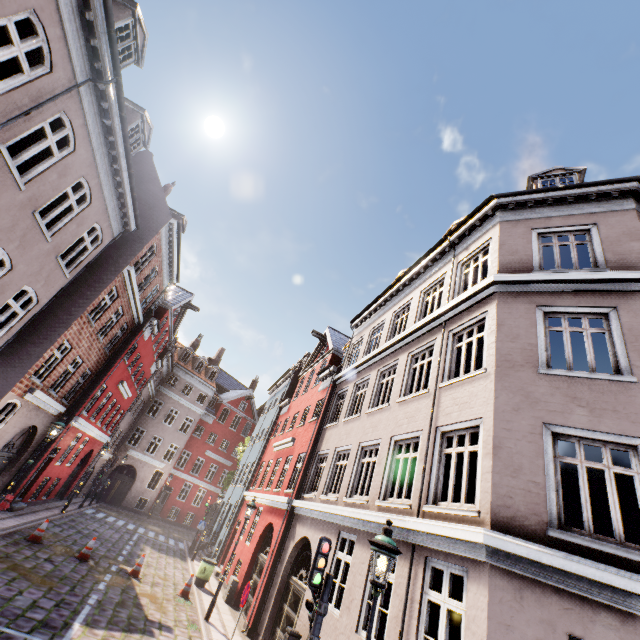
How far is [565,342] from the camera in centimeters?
714cm

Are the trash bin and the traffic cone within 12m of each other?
yes

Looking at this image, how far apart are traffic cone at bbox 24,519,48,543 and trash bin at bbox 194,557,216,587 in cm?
645

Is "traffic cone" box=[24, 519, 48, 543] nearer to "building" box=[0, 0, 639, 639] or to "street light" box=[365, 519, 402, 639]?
"building" box=[0, 0, 639, 639]

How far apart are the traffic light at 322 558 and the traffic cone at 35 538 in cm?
1283

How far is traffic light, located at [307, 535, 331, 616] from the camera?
5.52m

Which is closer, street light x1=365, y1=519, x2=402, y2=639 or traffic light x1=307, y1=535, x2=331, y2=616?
street light x1=365, y1=519, x2=402, y2=639

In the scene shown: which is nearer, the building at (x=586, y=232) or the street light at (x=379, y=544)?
the street light at (x=379, y=544)
